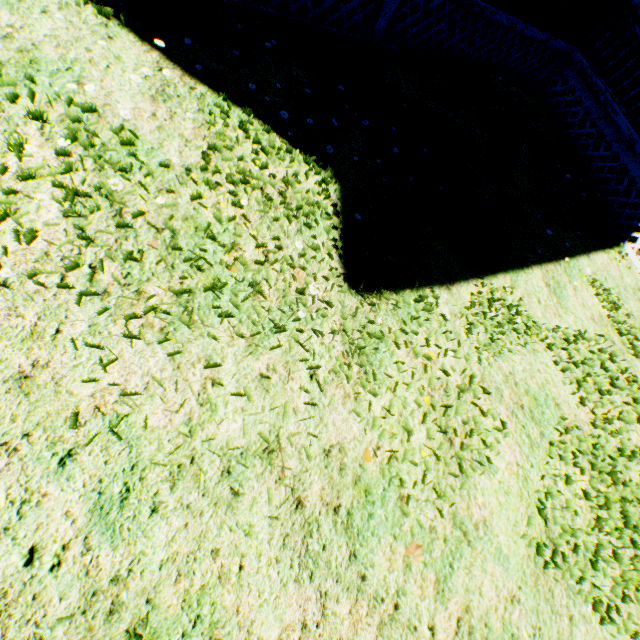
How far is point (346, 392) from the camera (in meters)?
2.64
